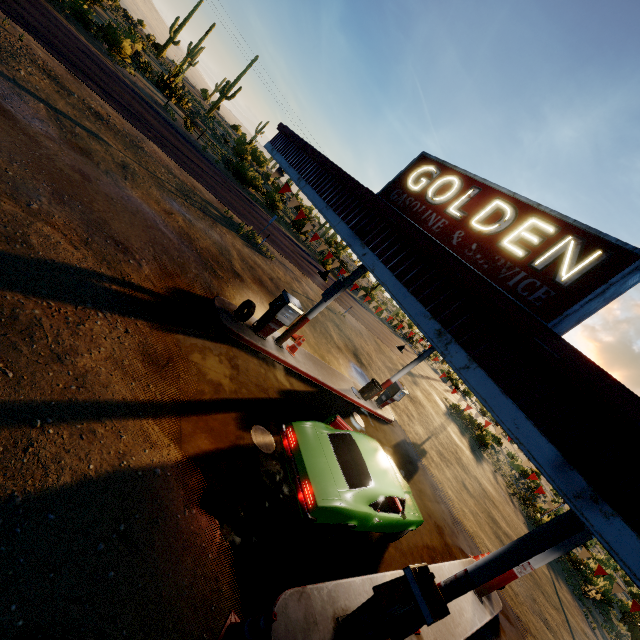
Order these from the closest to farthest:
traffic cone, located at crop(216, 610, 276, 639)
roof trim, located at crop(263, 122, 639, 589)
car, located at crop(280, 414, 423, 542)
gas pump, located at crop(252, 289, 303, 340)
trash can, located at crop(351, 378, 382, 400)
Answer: roof trim, located at crop(263, 122, 639, 589)
traffic cone, located at crop(216, 610, 276, 639)
car, located at crop(280, 414, 423, 542)
gas pump, located at crop(252, 289, 303, 340)
trash can, located at crop(351, 378, 382, 400)

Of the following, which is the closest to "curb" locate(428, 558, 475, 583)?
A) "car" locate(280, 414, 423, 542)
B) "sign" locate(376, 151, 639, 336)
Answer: "car" locate(280, 414, 423, 542)

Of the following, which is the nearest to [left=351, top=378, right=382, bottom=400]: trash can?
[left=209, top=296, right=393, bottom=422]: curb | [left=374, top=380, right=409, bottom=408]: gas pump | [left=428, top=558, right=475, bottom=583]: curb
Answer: [left=209, top=296, right=393, bottom=422]: curb

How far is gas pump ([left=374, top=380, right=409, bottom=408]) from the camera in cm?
1488

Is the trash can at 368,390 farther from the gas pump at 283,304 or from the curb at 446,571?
the curb at 446,571

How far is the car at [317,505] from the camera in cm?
565

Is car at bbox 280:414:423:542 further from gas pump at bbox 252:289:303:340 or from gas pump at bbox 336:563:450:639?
gas pump at bbox 252:289:303:340

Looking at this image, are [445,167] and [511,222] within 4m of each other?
yes
